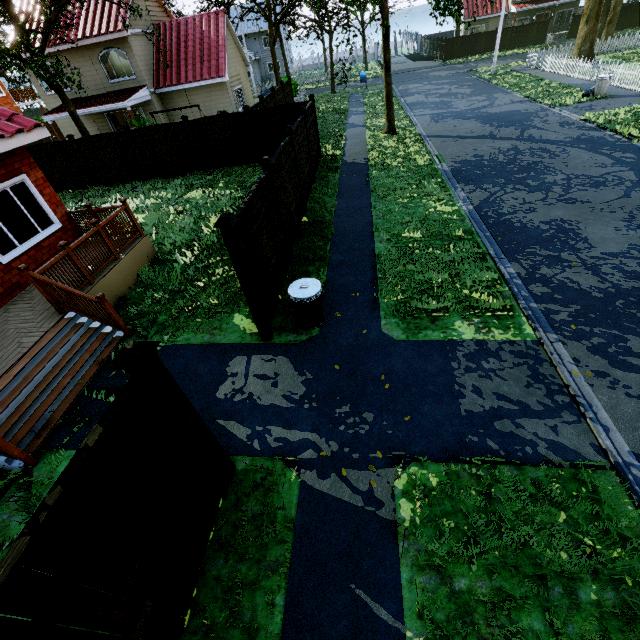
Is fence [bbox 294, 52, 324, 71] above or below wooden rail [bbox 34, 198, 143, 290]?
below

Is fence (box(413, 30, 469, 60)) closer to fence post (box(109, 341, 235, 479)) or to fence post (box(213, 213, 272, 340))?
fence post (box(213, 213, 272, 340))

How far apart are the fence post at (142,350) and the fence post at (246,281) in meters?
2.3

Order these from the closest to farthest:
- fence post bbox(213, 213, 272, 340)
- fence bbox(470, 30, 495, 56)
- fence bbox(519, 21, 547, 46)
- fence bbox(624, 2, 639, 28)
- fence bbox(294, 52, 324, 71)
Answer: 1. fence post bbox(213, 213, 272, 340)
2. fence bbox(624, 2, 639, 28)
3. fence bbox(519, 21, 547, 46)
4. fence bbox(470, 30, 495, 56)
5. fence bbox(294, 52, 324, 71)

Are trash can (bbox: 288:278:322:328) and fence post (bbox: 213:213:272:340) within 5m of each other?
yes

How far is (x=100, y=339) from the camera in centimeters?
677cm

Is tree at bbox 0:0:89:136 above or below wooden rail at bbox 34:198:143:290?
above

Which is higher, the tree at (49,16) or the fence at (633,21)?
the tree at (49,16)
